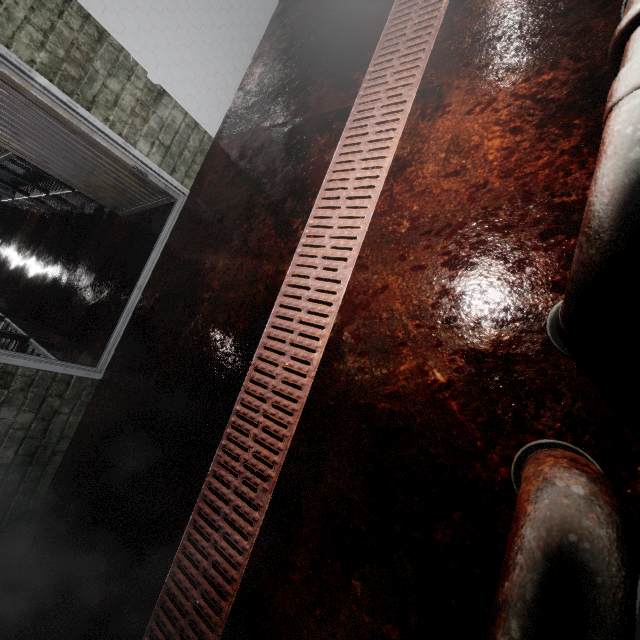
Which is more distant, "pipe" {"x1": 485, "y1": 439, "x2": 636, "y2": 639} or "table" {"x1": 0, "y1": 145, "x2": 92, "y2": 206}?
"table" {"x1": 0, "y1": 145, "x2": 92, "y2": 206}

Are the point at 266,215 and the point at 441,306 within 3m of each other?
yes

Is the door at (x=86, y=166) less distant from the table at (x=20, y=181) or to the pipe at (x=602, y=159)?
the table at (x=20, y=181)

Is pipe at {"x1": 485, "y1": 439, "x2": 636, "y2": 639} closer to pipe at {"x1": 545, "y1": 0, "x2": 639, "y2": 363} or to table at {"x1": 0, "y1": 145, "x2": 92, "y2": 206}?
pipe at {"x1": 545, "y1": 0, "x2": 639, "y2": 363}

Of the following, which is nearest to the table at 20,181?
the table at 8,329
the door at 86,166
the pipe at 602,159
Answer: the door at 86,166

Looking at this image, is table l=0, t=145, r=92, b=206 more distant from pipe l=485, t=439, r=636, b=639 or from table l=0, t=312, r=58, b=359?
pipe l=485, t=439, r=636, b=639

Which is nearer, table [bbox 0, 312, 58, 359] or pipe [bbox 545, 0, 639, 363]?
pipe [bbox 545, 0, 639, 363]

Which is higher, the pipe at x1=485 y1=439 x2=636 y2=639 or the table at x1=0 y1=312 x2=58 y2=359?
the pipe at x1=485 y1=439 x2=636 y2=639
